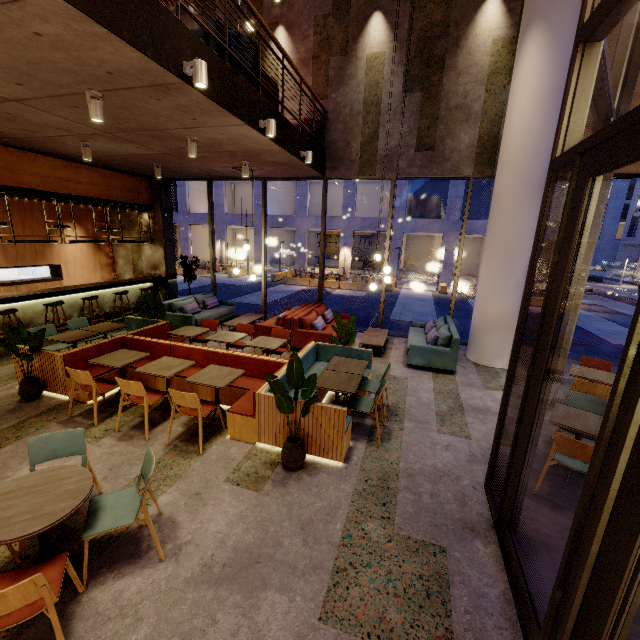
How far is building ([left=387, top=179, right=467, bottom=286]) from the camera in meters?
23.8 m

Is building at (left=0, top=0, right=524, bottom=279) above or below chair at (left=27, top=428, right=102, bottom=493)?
above

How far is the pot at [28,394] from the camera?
5.3m

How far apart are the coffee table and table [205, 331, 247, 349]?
2.9 meters

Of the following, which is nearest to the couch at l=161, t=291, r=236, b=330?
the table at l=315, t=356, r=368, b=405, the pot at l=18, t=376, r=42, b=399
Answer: the pot at l=18, t=376, r=42, b=399

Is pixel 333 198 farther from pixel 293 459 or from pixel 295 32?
pixel 293 459

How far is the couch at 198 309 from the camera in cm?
910

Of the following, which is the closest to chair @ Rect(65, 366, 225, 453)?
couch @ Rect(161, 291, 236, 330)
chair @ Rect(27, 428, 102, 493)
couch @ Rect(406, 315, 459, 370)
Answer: chair @ Rect(27, 428, 102, 493)
